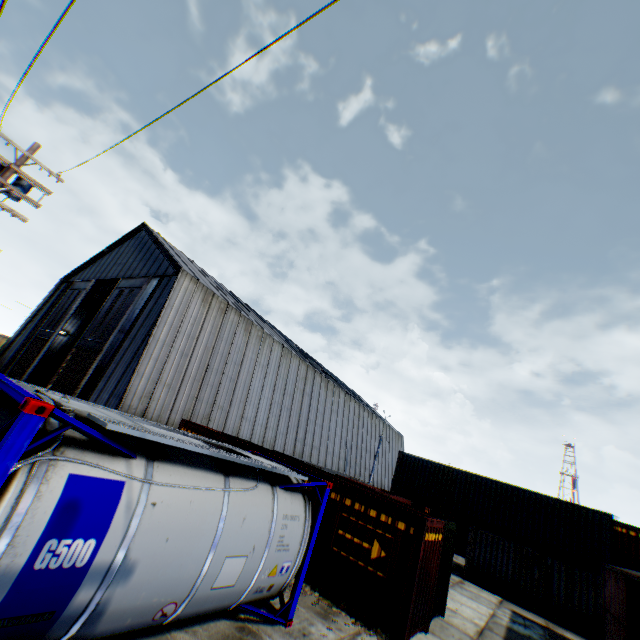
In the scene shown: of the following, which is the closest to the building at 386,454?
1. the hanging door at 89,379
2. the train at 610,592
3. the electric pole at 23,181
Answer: the hanging door at 89,379

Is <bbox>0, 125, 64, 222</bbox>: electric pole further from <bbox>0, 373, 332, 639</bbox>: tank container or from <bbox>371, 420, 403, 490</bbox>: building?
<bbox>371, 420, 403, 490</bbox>: building

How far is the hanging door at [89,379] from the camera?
20.4 meters

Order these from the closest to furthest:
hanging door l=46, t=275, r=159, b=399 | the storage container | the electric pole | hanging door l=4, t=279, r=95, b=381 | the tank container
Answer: the tank container < the storage container < the electric pole < hanging door l=46, t=275, r=159, b=399 < hanging door l=4, t=279, r=95, b=381

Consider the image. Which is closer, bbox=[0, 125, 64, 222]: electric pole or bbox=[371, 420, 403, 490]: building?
bbox=[0, 125, 64, 222]: electric pole

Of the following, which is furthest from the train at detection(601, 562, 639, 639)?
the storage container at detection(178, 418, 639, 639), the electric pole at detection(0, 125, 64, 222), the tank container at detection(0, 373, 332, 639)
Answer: the electric pole at detection(0, 125, 64, 222)

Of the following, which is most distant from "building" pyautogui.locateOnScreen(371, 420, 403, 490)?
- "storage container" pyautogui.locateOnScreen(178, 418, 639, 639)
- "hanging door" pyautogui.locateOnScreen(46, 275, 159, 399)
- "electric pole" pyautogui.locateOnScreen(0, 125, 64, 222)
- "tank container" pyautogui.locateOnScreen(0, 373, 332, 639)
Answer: "tank container" pyautogui.locateOnScreen(0, 373, 332, 639)

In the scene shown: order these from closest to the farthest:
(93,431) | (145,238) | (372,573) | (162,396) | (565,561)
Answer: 1. (93,431)
2. (372,573)
3. (565,561)
4. (162,396)
5. (145,238)
